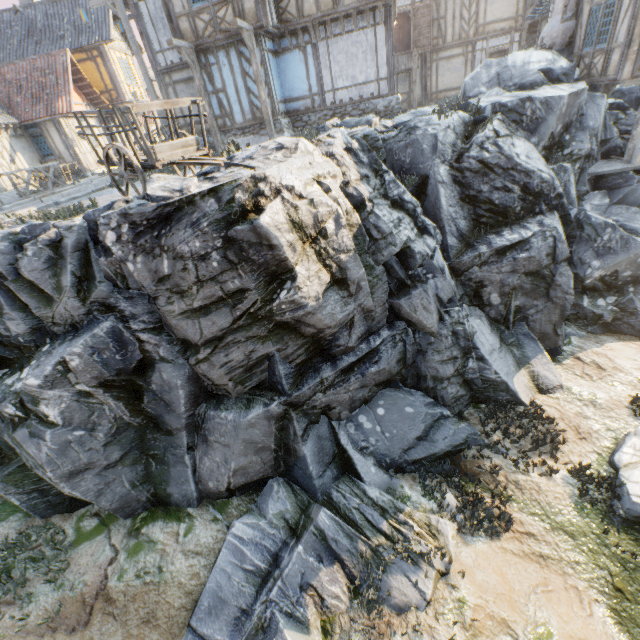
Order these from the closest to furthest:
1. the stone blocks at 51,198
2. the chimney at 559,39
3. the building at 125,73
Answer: the stone blocks at 51,198, the chimney at 559,39, the building at 125,73

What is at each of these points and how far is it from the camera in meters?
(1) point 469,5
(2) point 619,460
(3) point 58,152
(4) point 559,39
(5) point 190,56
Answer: (1) building, 19.1
(2) rock, 8.1
(3) building, 18.9
(4) chimney, 13.8
(5) wooden structure, 12.8

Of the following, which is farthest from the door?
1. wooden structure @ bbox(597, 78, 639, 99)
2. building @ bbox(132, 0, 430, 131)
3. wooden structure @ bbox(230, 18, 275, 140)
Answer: wooden structure @ bbox(230, 18, 275, 140)

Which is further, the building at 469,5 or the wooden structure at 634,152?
the building at 469,5

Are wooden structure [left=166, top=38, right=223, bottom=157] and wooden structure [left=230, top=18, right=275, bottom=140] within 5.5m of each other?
yes

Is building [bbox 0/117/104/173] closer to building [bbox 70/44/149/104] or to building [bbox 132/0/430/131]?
building [bbox 70/44/149/104]

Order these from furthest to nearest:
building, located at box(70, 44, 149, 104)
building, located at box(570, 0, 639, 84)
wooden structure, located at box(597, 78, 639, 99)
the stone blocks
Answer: building, located at box(70, 44, 149, 104)
wooden structure, located at box(597, 78, 639, 99)
building, located at box(570, 0, 639, 84)
the stone blocks

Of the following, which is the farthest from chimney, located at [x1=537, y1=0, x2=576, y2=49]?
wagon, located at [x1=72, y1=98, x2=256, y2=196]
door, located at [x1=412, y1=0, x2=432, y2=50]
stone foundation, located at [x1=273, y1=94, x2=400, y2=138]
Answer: wagon, located at [x1=72, y1=98, x2=256, y2=196]
